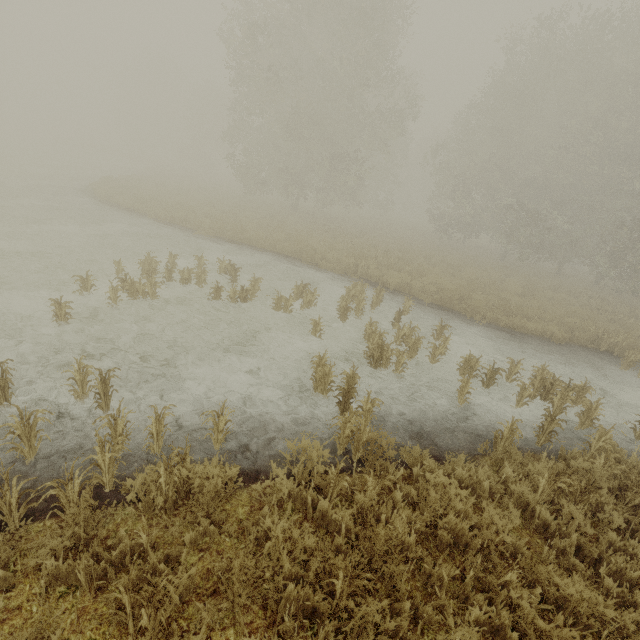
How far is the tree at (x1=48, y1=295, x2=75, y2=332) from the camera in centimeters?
650cm

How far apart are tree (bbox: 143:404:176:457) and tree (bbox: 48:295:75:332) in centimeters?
381cm

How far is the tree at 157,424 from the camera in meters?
4.1

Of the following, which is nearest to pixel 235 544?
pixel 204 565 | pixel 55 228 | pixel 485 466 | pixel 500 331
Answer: pixel 204 565

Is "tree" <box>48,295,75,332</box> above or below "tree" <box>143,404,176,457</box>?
below

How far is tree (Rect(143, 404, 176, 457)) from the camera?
4.05m

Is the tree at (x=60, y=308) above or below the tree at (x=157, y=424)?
below

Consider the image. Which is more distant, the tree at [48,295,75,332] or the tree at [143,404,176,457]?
the tree at [48,295,75,332]
